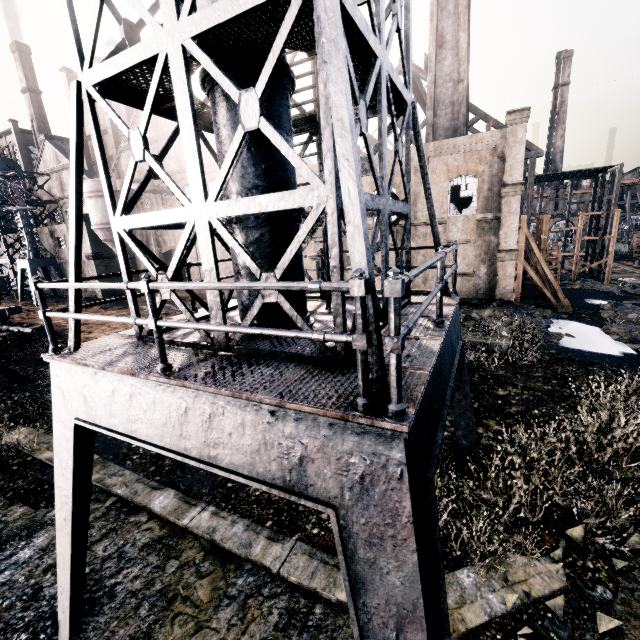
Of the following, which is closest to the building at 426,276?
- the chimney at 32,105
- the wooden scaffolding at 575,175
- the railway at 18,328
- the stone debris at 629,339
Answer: the wooden scaffolding at 575,175

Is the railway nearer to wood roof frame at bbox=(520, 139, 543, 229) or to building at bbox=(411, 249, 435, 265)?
wood roof frame at bbox=(520, 139, 543, 229)

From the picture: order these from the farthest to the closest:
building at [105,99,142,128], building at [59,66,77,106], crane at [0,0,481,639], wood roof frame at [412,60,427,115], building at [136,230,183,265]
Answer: building at [59,66,77,106]
building at [136,230,183,265]
building at [105,99,142,128]
wood roof frame at [412,60,427,115]
crane at [0,0,481,639]

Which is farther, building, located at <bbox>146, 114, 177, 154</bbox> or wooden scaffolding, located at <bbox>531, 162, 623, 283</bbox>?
building, located at <bbox>146, 114, 177, 154</bbox>

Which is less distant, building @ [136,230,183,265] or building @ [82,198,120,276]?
building @ [82,198,120,276]

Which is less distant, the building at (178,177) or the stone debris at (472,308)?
the stone debris at (472,308)

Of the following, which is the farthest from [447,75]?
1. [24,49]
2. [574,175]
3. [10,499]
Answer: [24,49]

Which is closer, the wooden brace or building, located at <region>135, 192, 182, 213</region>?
the wooden brace
